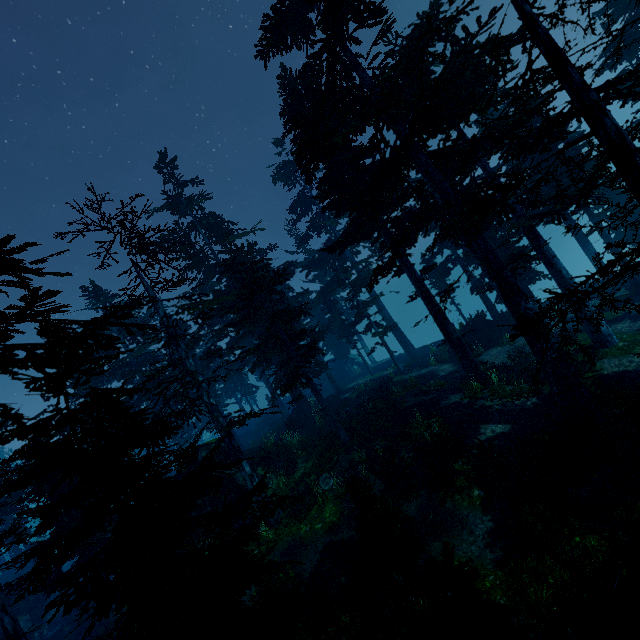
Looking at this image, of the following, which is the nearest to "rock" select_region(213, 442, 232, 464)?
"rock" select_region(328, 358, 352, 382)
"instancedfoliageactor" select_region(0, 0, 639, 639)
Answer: "instancedfoliageactor" select_region(0, 0, 639, 639)

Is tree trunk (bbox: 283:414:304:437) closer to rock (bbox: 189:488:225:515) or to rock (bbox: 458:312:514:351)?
rock (bbox: 189:488:225:515)

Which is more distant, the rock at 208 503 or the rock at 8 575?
the rock at 8 575

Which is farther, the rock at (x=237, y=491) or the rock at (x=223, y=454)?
the rock at (x=223, y=454)

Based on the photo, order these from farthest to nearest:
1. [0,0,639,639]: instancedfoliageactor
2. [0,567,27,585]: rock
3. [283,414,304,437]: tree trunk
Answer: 1. [0,567,27,585]: rock
2. [283,414,304,437]: tree trunk
3. [0,0,639,639]: instancedfoliageactor

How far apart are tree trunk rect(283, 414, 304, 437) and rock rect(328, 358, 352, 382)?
17.6m

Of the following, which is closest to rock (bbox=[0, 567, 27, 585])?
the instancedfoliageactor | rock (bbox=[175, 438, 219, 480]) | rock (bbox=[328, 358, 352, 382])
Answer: the instancedfoliageactor

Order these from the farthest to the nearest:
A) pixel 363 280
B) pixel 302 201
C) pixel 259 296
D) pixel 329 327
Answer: pixel 302 201 < pixel 329 327 < pixel 363 280 < pixel 259 296
